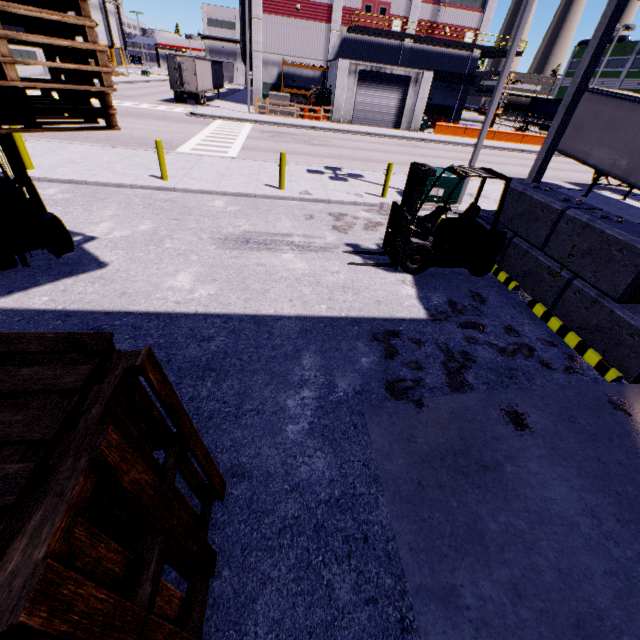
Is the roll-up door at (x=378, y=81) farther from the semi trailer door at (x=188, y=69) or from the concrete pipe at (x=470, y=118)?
the semi trailer door at (x=188, y=69)

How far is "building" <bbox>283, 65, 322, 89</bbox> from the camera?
35.0m

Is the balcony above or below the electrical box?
above

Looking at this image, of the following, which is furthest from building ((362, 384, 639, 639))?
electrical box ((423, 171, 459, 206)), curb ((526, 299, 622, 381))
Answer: electrical box ((423, 171, 459, 206))

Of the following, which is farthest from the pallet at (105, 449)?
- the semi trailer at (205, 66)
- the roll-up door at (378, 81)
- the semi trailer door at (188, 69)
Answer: the semi trailer door at (188, 69)

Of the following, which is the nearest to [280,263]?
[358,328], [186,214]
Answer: [358,328]

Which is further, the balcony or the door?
the door

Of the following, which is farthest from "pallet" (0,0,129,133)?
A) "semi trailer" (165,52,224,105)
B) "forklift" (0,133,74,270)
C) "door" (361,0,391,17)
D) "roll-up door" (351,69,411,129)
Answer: "door" (361,0,391,17)
